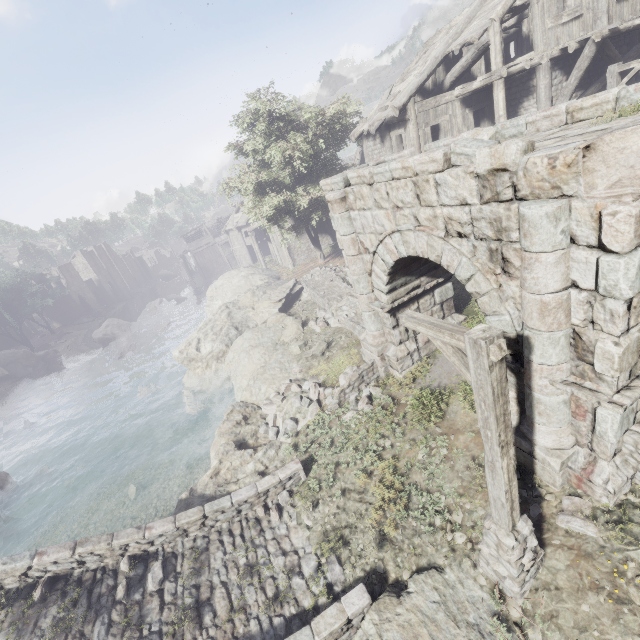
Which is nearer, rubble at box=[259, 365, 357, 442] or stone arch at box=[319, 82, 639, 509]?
stone arch at box=[319, 82, 639, 509]

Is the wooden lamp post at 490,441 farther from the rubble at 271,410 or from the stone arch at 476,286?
the rubble at 271,410

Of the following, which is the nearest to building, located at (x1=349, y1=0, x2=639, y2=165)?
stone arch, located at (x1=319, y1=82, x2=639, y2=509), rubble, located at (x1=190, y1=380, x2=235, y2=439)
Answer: stone arch, located at (x1=319, y1=82, x2=639, y2=509)

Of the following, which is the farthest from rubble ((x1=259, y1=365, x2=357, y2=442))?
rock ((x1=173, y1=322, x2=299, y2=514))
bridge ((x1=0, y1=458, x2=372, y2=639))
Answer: bridge ((x1=0, y1=458, x2=372, y2=639))

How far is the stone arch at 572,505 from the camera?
5.27m

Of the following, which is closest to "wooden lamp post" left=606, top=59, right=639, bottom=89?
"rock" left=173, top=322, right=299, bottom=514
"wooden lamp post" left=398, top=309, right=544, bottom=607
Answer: "rock" left=173, top=322, right=299, bottom=514

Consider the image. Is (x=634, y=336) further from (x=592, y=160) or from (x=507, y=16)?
(x=507, y=16)

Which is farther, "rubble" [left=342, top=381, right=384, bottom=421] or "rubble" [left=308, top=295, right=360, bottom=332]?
"rubble" [left=308, top=295, right=360, bottom=332]
